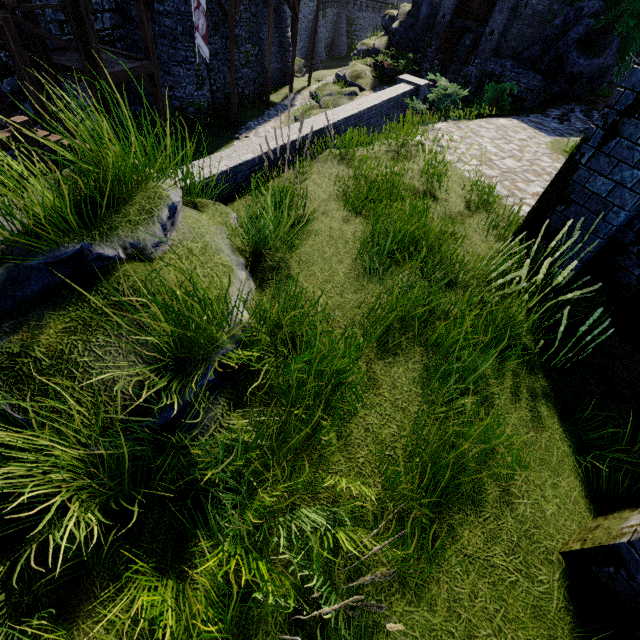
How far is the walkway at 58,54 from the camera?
11.36m

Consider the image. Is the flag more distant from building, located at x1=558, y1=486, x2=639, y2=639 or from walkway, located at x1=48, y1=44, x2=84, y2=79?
building, located at x1=558, y1=486, x2=639, y2=639

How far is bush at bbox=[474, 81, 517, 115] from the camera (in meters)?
13.56

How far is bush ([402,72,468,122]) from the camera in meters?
10.0 m

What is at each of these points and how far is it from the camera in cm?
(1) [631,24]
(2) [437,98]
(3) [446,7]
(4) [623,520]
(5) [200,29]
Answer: (1) tree, 1275
(2) bush, 1040
(3) building, 1761
(4) building, 209
(5) flag, 1330

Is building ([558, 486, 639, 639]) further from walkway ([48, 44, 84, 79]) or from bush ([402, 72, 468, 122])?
walkway ([48, 44, 84, 79])

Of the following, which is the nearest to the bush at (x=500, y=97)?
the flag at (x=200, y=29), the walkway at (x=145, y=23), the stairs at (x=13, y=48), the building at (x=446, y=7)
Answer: the building at (x=446, y=7)

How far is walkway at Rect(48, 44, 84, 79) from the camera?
11.4m
